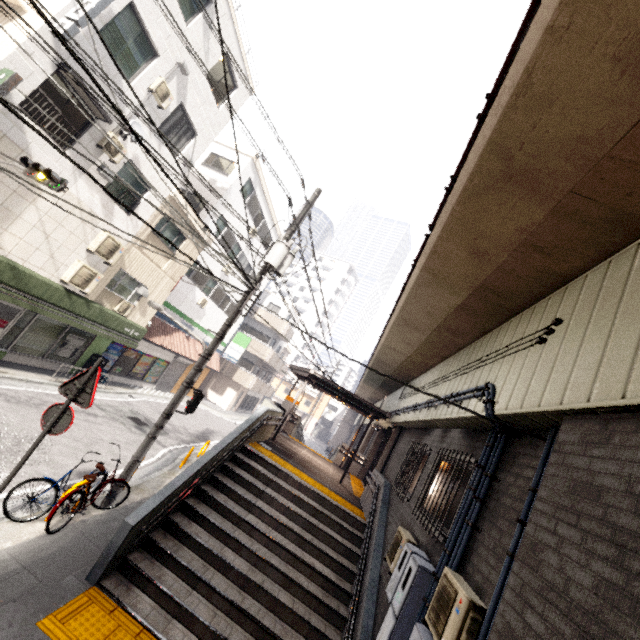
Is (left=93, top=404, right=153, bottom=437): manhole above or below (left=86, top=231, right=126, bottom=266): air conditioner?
below

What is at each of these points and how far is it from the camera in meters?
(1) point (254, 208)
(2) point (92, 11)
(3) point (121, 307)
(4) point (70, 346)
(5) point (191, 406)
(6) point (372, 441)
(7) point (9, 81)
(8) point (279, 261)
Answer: (1) window, 21.7
(2) sign, 8.0
(3) air conditioner, 13.9
(4) sign, 14.0
(5) pedestrian crossing signal, 8.2
(6) concrete pillar, 18.6
(7) sign, 7.3
(8) utility pole, 8.4

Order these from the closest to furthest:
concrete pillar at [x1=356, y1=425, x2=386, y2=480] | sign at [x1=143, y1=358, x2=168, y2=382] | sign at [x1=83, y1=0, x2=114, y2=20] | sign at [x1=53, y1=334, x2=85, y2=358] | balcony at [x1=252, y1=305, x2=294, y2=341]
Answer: sign at [x1=83, y1=0, x2=114, y2=20]
sign at [x1=53, y1=334, x2=85, y2=358]
concrete pillar at [x1=356, y1=425, x2=386, y2=480]
sign at [x1=143, y1=358, x2=168, y2=382]
balcony at [x1=252, y1=305, x2=294, y2=341]

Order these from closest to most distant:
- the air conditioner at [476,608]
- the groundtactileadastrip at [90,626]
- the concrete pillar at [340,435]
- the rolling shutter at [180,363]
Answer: the air conditioner at [476,608] → the groundtactileadastrip at [90,626] → the rolling shutter at [180,363] → the concrete pillar at [340,435]

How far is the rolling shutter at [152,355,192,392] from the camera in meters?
21.3

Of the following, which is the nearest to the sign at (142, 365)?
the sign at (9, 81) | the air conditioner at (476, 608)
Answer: the sign at (9, 81)

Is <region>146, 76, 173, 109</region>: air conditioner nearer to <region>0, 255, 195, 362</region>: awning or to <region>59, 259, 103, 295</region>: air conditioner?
<region>59, 259, 103, 295</region>: air conditioner

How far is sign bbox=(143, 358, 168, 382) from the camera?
20.1 meters
